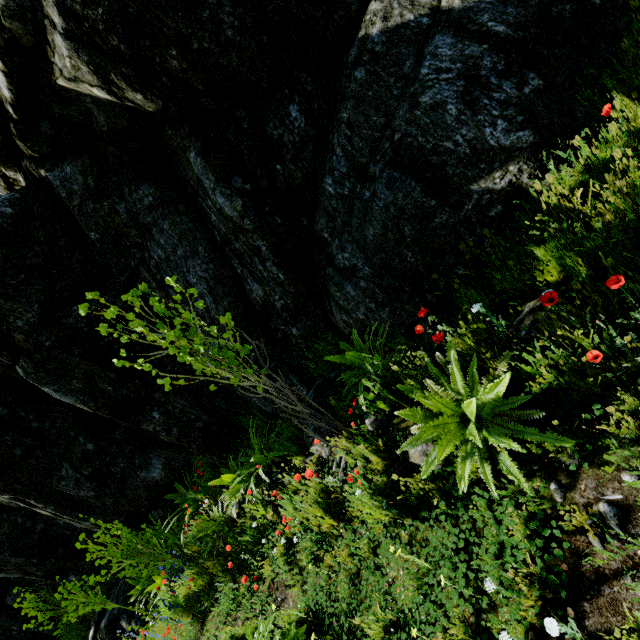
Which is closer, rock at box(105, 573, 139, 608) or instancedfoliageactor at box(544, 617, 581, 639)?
instancedfoliageactor at box(544, 617, 581, 639)

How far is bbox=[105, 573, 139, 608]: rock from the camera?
8.5 meters

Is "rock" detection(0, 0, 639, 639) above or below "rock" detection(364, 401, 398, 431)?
above

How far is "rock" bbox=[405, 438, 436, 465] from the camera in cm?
295

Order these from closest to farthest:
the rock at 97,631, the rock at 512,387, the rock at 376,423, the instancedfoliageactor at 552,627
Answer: the instancedfoliageactor at 552,627 < the rock at 512,387 < the rock at 376,423 < the rock at 97,631

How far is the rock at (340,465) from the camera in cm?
375

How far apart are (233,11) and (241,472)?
6.43m
